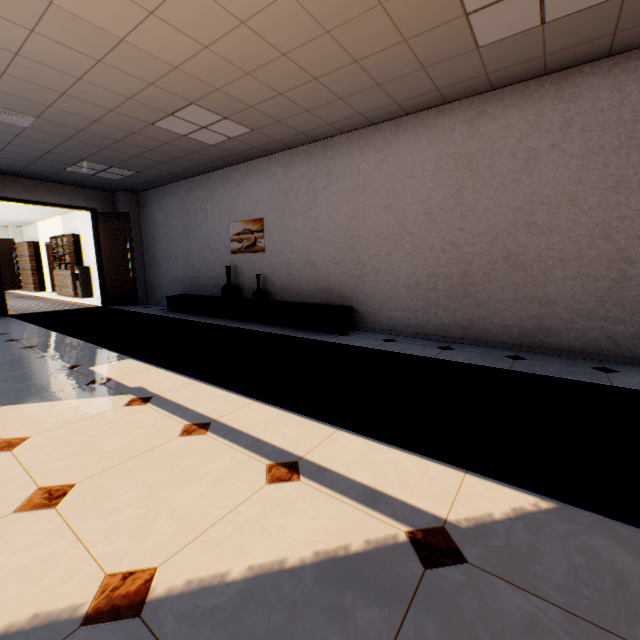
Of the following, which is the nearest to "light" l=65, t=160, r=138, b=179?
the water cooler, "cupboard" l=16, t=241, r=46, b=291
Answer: the water cooler

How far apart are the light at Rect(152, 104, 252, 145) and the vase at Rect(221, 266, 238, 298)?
2.2m

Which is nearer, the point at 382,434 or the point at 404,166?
the point at 382,434

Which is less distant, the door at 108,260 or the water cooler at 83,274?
the door at 108,260

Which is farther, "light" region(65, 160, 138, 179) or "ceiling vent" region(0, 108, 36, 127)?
"light" region(65, 160, 138, 179)

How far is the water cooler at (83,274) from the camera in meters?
10.9 m

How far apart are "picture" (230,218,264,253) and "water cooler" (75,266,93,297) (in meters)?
7.56

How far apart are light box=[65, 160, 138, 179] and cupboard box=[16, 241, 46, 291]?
10.07m
